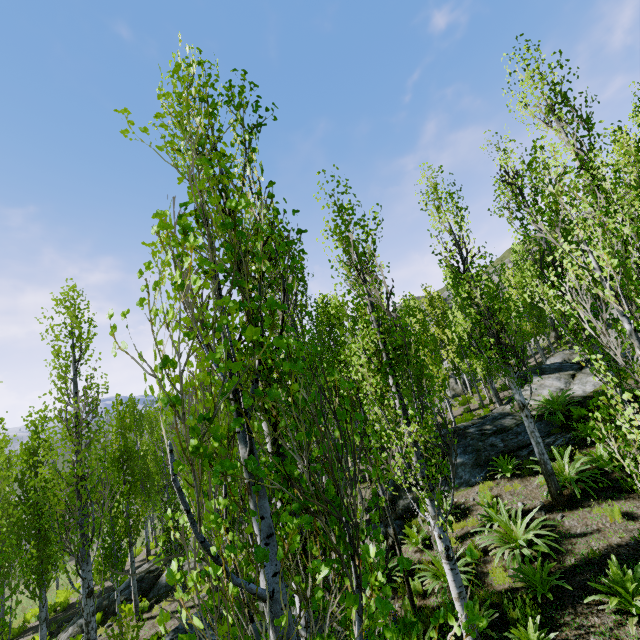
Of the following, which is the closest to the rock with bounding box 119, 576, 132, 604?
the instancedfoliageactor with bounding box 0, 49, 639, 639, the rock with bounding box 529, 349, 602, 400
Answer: the instancedfoliageactor with bounding box 0, 49, 639, 639

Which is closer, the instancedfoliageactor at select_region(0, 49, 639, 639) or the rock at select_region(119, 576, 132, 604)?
the instancedfoliageactor at select_region(0, 49, 639, 639)

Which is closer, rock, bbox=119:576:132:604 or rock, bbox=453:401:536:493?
rock, bbox=453:401:536:493

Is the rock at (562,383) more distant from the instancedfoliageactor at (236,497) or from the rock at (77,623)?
the rock at (77,623)

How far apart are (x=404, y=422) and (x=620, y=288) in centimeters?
372cm

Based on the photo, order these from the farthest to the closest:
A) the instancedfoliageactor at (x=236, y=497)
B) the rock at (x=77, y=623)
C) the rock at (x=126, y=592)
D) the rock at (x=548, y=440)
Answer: the rock at (x=126, y=592) → the rock at (x=77, y=623) → the rock at (x=548, y=440) → the instancedfoliageactor at (x=236, y=497)

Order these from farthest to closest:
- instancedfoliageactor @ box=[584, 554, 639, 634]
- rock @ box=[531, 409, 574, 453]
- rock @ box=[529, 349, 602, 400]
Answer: rock @ box=[529, 349, 602, 400] → rock @ box=[531, 409, 574, 453] → instancedfoliageactor @ box=[584, 554, 639, 634]
